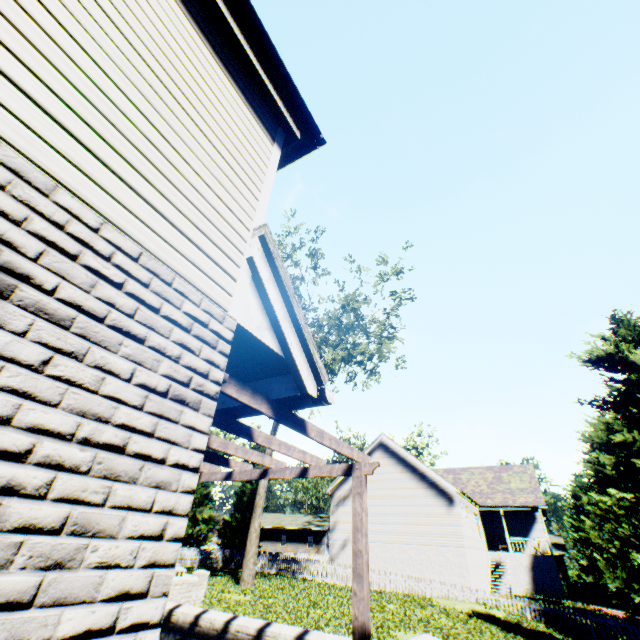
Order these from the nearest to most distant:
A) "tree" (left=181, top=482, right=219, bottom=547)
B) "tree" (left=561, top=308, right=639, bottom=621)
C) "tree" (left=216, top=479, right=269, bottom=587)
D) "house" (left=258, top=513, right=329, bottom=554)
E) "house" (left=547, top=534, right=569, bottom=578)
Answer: "tree" (left=561, top=308, right=639, bottom=621) → "tree" (left=216, top=479, right=269, bottom=587) → "tree" (left=181, top=482, right=219, bottom=547) → "house" (left=547, top=534, right=569, bottom=578) → "house" (left=258, top=513, right=329, bottom=554)

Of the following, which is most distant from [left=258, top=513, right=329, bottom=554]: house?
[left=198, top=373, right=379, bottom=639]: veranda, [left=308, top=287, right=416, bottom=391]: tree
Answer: [left=198, top=373, right=379, bottom=639]: veranda

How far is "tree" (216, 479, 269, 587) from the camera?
17.89m

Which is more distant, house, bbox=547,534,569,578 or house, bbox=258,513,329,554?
house, bbox=258,513,329,554

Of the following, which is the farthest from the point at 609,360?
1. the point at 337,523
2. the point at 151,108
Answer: the point at 337,523

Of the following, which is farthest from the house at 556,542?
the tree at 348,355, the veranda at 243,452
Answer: the veranda at 243,452

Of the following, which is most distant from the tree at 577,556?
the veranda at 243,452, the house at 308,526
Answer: the veranda at 243,452

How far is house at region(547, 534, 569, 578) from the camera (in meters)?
38.94
